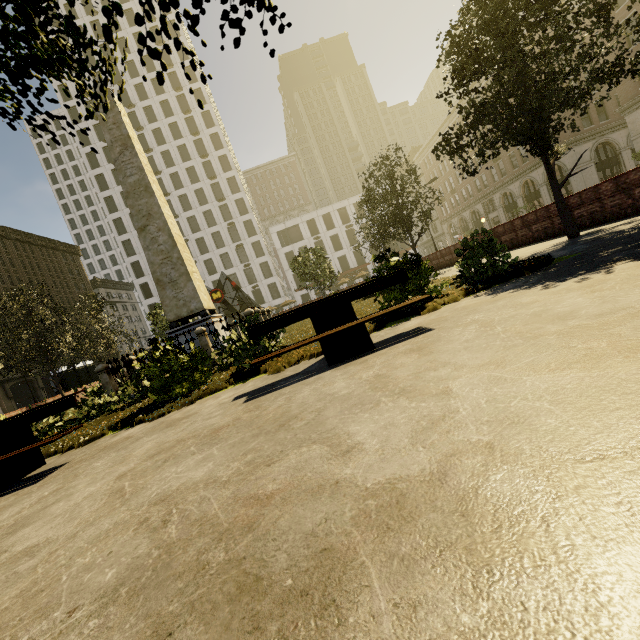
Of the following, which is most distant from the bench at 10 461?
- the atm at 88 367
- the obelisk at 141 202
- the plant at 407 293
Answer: the atm at 88 367

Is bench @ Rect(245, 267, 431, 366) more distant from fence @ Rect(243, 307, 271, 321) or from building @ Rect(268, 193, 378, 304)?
building @ Rect(268, 193, 378, 304)

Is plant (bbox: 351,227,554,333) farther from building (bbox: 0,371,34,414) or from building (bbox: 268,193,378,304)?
building (bbox: 268,193,378,304)

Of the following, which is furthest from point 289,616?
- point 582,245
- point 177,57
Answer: point 177,57

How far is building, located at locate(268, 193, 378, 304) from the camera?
57.0 meters

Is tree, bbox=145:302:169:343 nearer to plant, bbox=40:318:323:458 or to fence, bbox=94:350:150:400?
plant, bbox=40:318:323:458

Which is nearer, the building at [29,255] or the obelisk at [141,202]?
the obelisk at [141,202]

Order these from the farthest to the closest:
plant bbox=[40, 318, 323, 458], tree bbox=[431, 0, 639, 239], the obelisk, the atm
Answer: the atm < the obelisk < tree bbox=[431, 0, 639, 239] < plant bbox=[40, 318, 323, 458]
